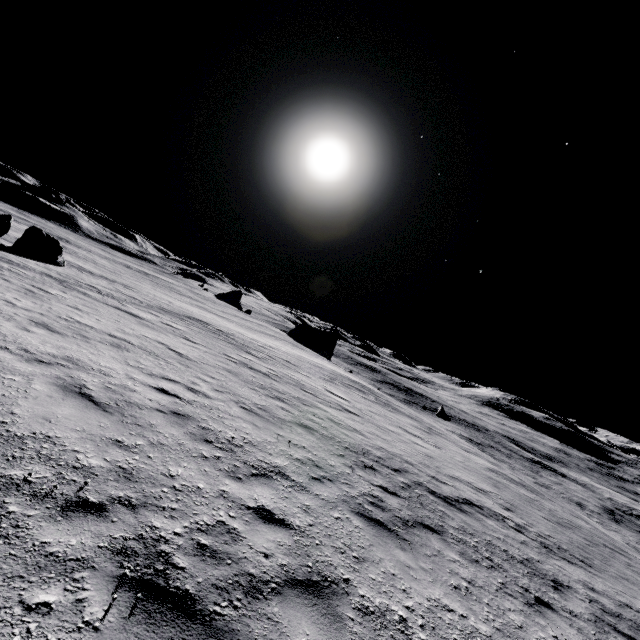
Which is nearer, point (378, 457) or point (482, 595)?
point (482, 595)

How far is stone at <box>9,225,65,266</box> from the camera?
22.2m

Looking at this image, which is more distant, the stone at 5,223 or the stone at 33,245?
the stone at 33,245

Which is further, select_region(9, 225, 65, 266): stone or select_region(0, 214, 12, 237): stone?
select_region(9, 225, 65, 266): stone

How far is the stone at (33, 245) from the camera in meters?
22.2 m

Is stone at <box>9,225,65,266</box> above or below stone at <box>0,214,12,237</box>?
below
